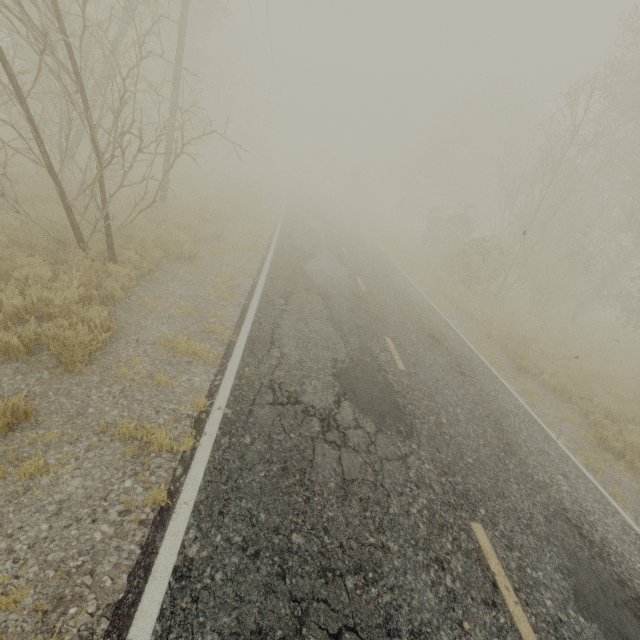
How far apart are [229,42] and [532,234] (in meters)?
42.26

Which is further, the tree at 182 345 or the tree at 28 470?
the tree at 182 345

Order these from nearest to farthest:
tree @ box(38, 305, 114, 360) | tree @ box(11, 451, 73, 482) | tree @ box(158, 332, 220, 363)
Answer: tree @ box(11, 451, 73, 482)
tree @ box(38, 305, 114, 360)
tree @ box(158, 332, 220, 363)

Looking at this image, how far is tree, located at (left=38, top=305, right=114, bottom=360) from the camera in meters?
4.4 m

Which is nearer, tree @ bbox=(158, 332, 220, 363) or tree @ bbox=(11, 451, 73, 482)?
tree @ bbox=(11, 451, 73, 482)

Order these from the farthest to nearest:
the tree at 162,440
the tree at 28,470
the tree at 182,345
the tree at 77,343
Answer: the tree at 182,345
the tree at 77,343
the tree at 162,440
the tree at 28,470
